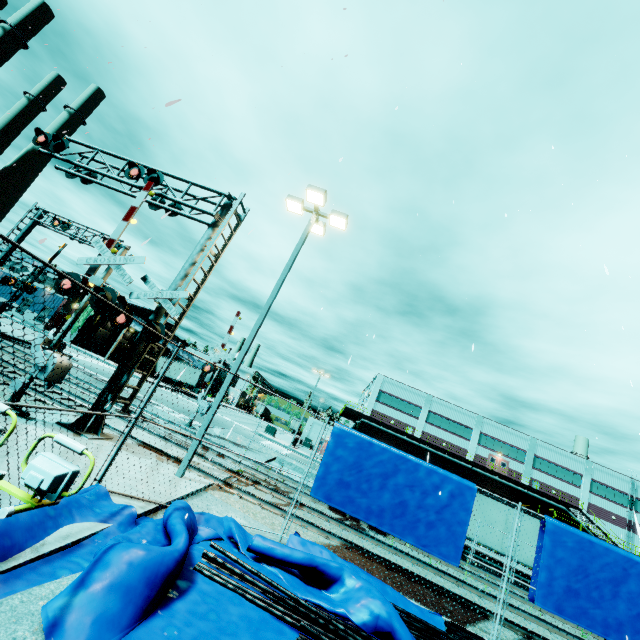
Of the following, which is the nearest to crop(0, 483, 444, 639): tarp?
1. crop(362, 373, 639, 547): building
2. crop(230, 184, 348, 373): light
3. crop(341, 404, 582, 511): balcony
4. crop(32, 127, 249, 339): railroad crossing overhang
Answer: crop(362, 373, 639, 547): building

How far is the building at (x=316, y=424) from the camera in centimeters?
5562cm

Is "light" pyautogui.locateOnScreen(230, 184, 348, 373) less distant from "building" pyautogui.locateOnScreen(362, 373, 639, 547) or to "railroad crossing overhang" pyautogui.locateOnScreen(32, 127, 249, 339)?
"railroad crossing overhang" pyautogui.locateOnScreen(32, 127, 249, 339)

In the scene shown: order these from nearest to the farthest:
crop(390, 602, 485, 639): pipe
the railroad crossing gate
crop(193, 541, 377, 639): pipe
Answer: crop(193, 541, 377, 639): pipe
crop(390, 602, 485, 639): pipe
the railroad crossing gate

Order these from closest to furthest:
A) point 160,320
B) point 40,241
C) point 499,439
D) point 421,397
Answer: point 40,241
point 160,320
point 499,439
point 421,397

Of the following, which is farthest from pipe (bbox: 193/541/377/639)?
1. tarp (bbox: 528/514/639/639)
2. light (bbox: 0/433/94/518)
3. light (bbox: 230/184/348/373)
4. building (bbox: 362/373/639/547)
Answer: light (bbox: 230/184/348/373)

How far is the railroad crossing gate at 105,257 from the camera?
8.9m

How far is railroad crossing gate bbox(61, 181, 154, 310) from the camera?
8.89m
